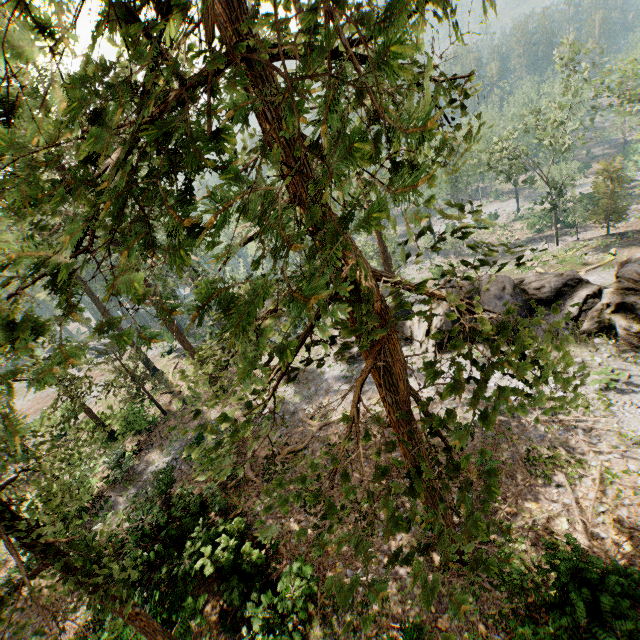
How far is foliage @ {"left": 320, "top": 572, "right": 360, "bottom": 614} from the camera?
3.0m

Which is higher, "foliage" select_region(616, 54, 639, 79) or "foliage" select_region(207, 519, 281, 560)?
"foliage" select_region(616, 54, 639, 79)

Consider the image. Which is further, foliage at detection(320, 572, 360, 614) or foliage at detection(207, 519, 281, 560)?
foliage at detection(207, 519, 281, 560)

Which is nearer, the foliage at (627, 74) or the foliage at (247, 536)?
the foliage at (247, 536)

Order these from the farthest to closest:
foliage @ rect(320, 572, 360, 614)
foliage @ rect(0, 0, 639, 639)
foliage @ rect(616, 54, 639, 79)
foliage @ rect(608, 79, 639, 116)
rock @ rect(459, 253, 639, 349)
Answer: foliage @ rect(608, 79, 639, 116) < foliage @ rect(616, 54, 639, 79) < rock @ rect(459, 253, 639, 349) < foliage @ rect(320, 572, 360, 614) < foliage @ rect(0, 0, 639, 639)

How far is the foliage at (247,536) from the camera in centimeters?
383cm

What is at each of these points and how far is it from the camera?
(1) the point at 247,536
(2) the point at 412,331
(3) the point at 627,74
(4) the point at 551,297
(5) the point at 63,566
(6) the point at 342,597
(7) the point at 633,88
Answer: (1) foliage, 13.64m
(2) rock, 22.91m
(3) foliage, 26.86m
(4) rock, 19.06m
(5) foliage, 7.45m
(6) foliage, 3.04m
(7) foliage, 26.14m
